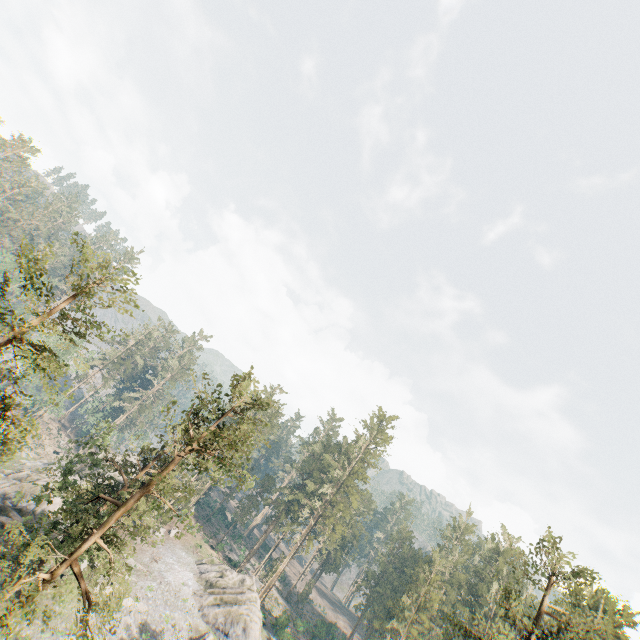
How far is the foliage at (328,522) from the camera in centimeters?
5569cm

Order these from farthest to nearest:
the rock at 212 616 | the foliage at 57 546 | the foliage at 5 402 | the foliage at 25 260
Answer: the rock at 212 616, the foliage at 57 546, the foliage at 5 402, the foliage at 25 260

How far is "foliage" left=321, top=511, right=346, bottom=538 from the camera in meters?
55.7

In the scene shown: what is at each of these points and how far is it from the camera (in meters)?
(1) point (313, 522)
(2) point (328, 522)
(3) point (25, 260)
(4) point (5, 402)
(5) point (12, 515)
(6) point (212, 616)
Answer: (1) foliage, 59.88
(2) foliage, 56.44
(3) foliage, 16.58
(4) foliage, 15.85
(5) rock, 32.50
(6) rock, 41.38

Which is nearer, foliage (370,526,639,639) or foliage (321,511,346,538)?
foliage (370,526,639,639)

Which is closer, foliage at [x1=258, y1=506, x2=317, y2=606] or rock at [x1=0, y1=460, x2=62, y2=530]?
rock at [x1=0, y1=460, x2=62, y2=530]

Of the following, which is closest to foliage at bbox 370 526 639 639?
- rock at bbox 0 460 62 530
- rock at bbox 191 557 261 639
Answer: rock at bbox 191 557 261 639
